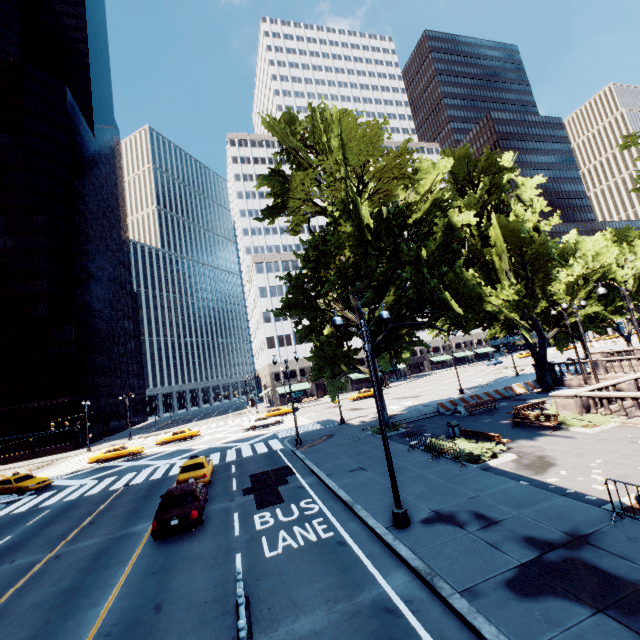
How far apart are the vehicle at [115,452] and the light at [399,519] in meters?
34.0 m

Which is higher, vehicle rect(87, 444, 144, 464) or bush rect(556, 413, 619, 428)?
vehicle rect(87, 444, 144, 464)

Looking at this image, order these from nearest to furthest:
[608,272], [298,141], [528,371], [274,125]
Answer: [274,125], [298,141], [608,272], [528,371]

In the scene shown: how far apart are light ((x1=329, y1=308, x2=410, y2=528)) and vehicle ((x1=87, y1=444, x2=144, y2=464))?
34.0m

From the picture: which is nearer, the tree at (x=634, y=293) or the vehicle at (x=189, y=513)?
the vehicle at (x=189, y=513)

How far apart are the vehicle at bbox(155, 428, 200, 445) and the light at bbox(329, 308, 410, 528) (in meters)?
35.87

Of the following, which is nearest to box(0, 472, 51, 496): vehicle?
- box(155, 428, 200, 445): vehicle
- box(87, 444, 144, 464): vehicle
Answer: box(87, 444, 144, 464): vehicle

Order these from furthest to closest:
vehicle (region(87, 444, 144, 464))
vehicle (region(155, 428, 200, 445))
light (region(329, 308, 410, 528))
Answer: vehicle (region(155, 428, 200, 445)) → vehicle (region(87, 444, 144, 464)) → light (region(329, 308, 410, 528))
